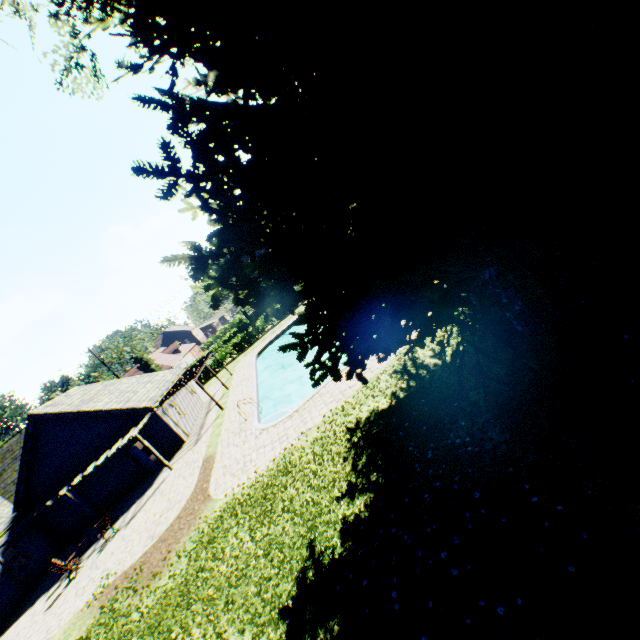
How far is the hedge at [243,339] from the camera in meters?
40.2

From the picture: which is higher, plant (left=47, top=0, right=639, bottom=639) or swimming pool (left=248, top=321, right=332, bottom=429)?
plant (left=47, top=0, right=639, bottom=639)

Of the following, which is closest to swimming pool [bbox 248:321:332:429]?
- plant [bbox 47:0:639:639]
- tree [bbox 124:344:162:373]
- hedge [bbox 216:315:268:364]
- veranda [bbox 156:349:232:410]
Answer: veranda [bbox 156:349:232:410]

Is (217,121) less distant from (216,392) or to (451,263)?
(451,263)

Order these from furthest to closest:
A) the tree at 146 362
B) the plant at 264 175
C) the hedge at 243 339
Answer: the tree at 146 362 → the hedge at 243 339 → the plant at 264 175

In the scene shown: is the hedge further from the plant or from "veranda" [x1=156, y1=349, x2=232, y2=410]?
"veranda" [x1=156, y1=349, x2=232, y2=410]

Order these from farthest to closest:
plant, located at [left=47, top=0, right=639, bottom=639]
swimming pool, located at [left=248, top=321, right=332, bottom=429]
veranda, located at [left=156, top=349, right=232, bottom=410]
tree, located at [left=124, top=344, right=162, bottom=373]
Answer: tree, located at [left=124, top=344, right=162, bottom=373]
veranda, located at [left=156, top=349, right=232, bottom=410]
swimming pool, located at [left=248, top=321, right=332, bottom=429]
plant, located at [left=47, top=0, right=639, bottom=639]

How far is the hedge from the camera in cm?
4016
